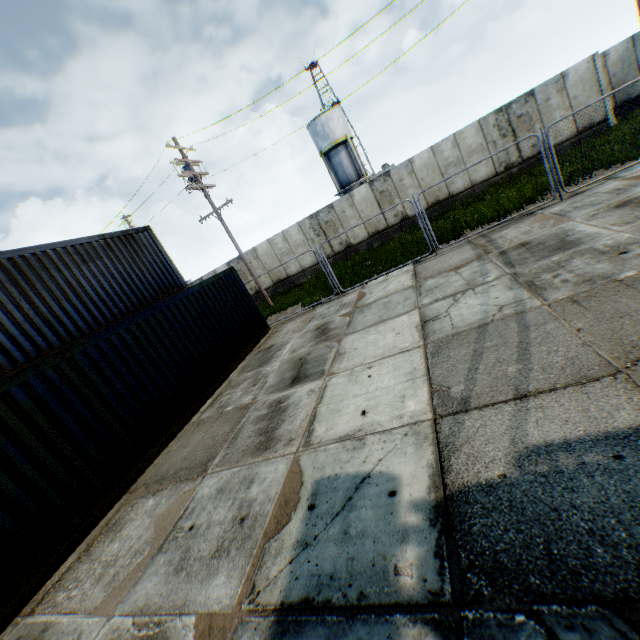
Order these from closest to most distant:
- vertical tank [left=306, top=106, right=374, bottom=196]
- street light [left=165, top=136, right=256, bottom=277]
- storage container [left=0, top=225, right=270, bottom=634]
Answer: storage container [left=0, top=225, right=270, bottom=634] → street light [left=165, top=136, right=256, bottom=277] → vertical tank [left=306, top=106, right=374, bottom=196]

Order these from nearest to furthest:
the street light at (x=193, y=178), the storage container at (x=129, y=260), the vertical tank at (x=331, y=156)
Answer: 1. the storage container at (x=129, y=260)
2. the street light at (x=193, y=178)
3. the vertical tank at (x=331, y=156)

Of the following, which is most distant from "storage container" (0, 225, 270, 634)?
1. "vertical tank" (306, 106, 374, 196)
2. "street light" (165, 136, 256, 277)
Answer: "vertical tank" (306, 106, 374, 196)

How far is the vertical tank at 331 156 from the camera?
33.22m

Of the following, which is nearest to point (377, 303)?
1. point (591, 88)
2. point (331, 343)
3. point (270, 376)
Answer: point (331, 343)

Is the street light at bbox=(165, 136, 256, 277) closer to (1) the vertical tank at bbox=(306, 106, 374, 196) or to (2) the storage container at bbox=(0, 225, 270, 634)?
(2) the storage container at bbox=(0, 225, 270, 634)
